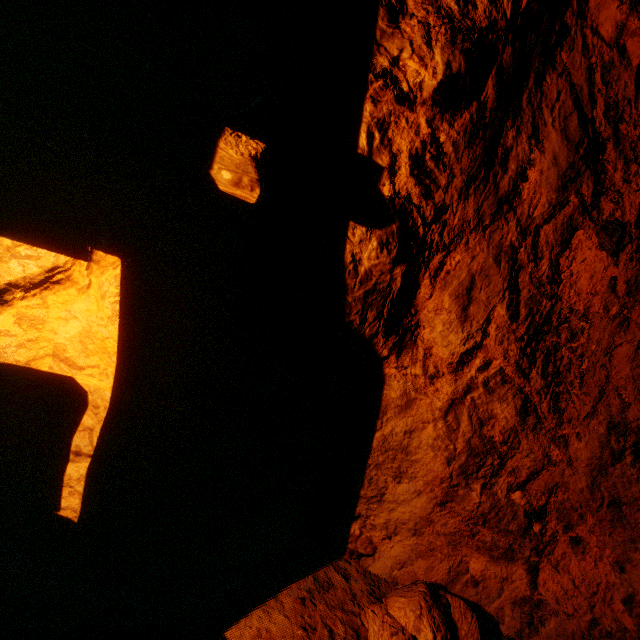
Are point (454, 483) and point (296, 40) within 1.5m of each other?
no
